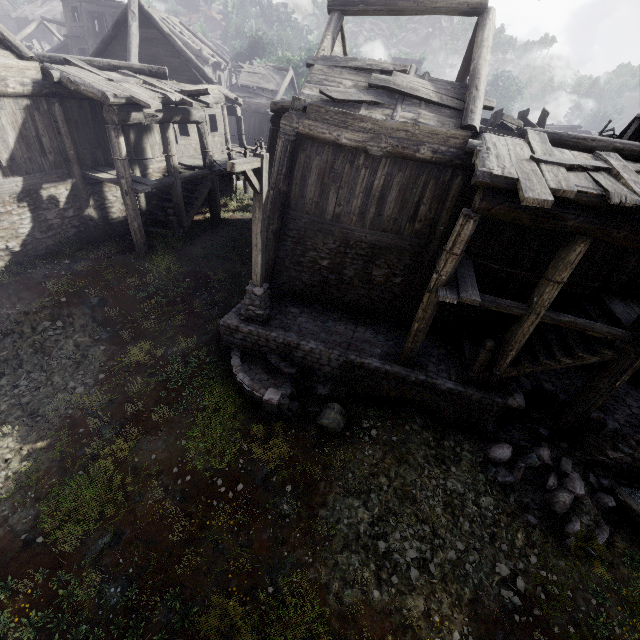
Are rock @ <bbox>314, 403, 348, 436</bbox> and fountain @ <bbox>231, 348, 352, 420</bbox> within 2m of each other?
yes

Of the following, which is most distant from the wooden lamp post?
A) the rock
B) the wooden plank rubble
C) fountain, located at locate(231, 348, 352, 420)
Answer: the wooden plank rubble

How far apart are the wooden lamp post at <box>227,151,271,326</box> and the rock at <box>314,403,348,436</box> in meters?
3.0 m

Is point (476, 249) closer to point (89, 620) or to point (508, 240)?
point (508, 240)

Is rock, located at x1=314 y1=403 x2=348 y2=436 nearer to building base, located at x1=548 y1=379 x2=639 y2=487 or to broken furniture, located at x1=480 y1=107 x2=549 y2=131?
building base, located at x1=548 y1=379 x2=639 y2=487

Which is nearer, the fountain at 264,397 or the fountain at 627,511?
the fountain at 627,511

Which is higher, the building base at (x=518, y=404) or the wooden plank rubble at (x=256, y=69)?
the wooden plank rubble at (x=256, y=69)

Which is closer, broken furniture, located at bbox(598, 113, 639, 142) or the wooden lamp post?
the wooden lamp post
